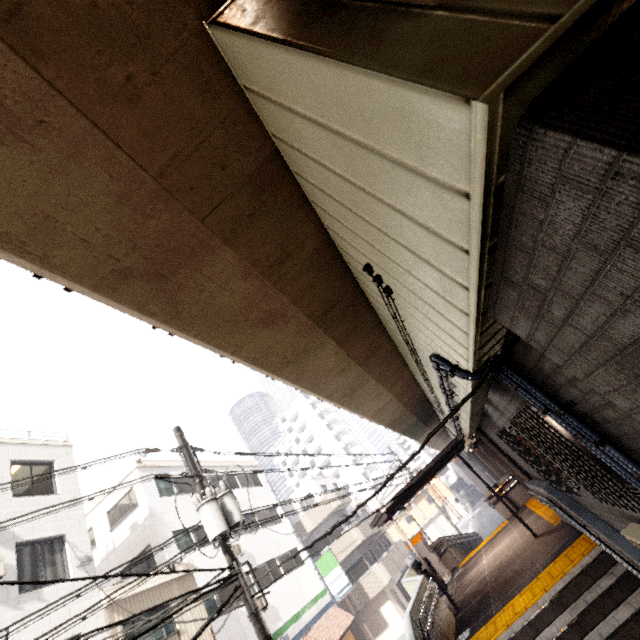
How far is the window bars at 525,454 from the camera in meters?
5.3 m

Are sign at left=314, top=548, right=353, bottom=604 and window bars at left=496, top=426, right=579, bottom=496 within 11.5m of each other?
no

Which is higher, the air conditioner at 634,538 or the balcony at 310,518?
the balcony at 310,518

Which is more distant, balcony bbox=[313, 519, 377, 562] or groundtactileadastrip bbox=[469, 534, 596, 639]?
balcony bbox=[313, 519, 377, 562]

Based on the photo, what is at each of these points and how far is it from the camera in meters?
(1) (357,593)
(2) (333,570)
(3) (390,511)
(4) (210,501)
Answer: (1) balcony, 23.4 m
(2) sign, 21.9 m
(3) exterior awning, 11.1 m
(4) utility pole, 6.7 m

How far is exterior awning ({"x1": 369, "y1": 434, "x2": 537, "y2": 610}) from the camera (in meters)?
9.80

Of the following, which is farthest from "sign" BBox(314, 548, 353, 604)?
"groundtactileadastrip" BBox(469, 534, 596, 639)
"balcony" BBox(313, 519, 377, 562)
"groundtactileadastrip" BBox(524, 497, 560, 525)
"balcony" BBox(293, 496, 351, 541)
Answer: "groundtactileadastrip" BBox(469, 534, 596, 639)

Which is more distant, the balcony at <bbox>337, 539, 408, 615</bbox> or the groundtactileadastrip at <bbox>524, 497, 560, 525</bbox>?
the balcony at <bbox>337, 539, 408, 615</bbox>
